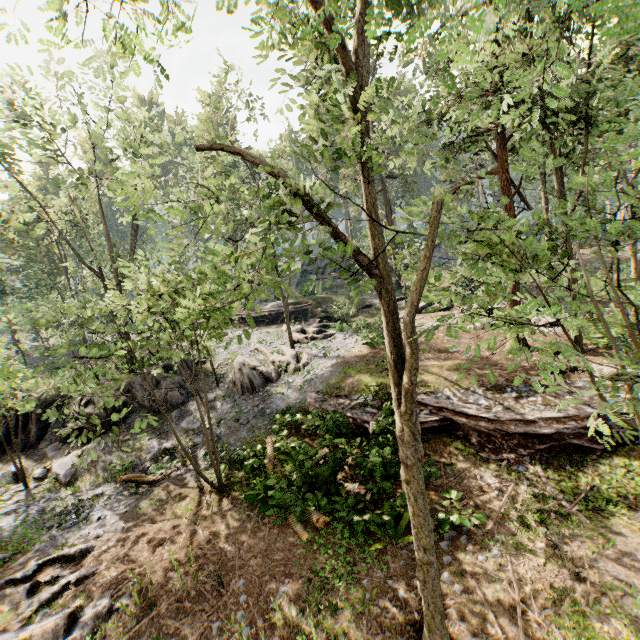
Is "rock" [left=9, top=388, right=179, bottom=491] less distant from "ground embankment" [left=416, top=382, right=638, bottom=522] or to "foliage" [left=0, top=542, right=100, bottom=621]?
"foliage" [left=0, top=542, right=100, bottom=621]

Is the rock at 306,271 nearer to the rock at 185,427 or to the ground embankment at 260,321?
the ground embankment at 260,321

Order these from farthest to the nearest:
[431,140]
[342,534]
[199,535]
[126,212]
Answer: [126,212]
[431,140]
[199,535]
[342,534]

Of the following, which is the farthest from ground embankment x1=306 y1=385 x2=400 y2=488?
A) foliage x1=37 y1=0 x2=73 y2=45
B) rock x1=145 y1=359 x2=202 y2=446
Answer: rock x1=145 y1=359 x2=202 y2=446

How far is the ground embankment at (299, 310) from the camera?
31.0m

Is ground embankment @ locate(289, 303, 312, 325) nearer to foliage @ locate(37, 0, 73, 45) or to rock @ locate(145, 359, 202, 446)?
foliage @ locate(37, 0, 73, 45)

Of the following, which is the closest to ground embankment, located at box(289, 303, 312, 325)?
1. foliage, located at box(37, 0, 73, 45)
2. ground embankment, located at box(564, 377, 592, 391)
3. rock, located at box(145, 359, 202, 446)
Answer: foliage, located at box(37, 0, 73, 45)

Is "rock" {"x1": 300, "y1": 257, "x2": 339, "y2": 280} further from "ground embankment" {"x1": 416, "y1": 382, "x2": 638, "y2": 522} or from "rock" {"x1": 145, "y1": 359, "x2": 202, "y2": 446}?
"ground embankment" {"x1": 416, "y1": 382, "x2": 638, "y2": 522}
